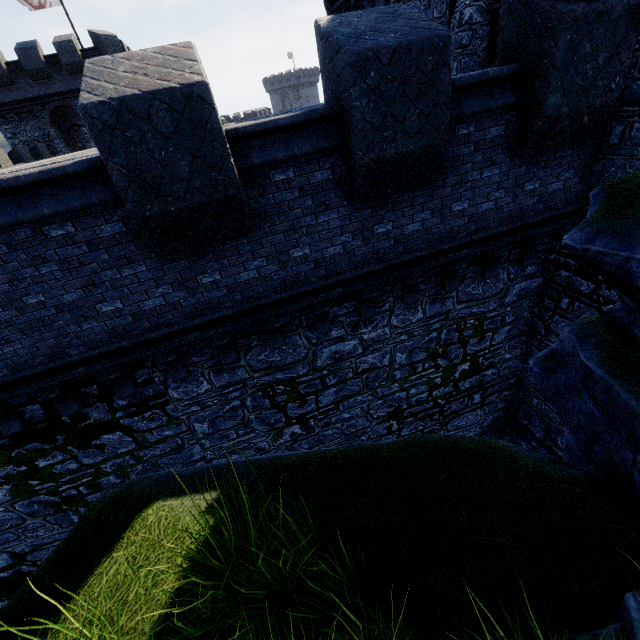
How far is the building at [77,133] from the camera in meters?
31.9

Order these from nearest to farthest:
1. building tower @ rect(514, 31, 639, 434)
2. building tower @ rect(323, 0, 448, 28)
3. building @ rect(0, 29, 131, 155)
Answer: building tower @ rect(514, 31, 639, 434) → building tower @ rect(323, 0, 448, 28) → building @ rect(0, 29, 131, 155)

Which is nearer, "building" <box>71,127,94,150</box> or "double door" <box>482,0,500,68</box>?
"double door" <box>482,0,500,68</box>

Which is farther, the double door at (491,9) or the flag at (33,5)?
the flag at (33,5)

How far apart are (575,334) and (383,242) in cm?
308

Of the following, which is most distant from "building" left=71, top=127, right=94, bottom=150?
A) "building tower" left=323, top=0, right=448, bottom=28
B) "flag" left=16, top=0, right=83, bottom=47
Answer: "building tower" left=323, top=0, right=448, bottom=28

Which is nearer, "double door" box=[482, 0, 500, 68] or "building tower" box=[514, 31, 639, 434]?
"building tower" box=[514, 31, 639, 434]

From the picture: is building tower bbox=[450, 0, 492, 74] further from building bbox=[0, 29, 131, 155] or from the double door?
building bbox=[0, 29, 131, 155]
